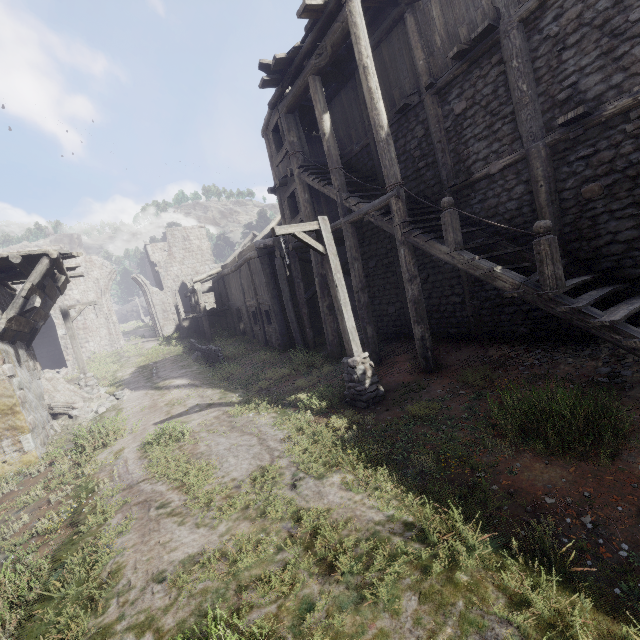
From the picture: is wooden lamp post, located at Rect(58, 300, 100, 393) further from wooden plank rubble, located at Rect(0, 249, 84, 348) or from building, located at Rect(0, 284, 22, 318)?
building, located at Rect(0, 284, 22, 318)

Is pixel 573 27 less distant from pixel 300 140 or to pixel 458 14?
pixel 458 14

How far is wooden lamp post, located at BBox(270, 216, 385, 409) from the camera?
7.6m

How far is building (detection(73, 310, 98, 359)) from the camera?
29.47m

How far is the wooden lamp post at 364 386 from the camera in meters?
7.6

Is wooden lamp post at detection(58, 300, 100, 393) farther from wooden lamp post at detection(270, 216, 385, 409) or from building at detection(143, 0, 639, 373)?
wooden lamp post at detection(270, 216, 385, 409)

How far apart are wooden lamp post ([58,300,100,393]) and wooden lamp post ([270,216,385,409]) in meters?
13.1 m

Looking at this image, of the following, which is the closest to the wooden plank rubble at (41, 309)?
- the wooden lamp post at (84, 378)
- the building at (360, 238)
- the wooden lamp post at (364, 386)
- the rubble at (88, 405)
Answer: the building at (360, 238)
